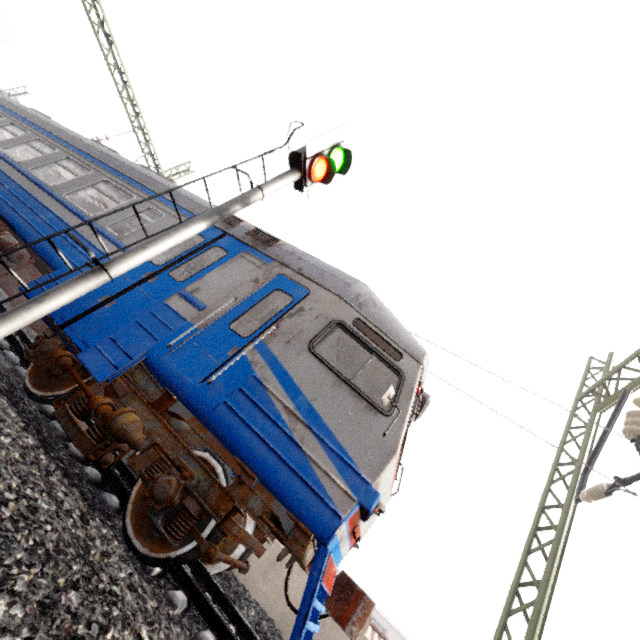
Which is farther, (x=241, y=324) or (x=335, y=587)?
(x=241, y=324)

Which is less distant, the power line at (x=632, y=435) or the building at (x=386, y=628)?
the power line at (x=632, y=435)

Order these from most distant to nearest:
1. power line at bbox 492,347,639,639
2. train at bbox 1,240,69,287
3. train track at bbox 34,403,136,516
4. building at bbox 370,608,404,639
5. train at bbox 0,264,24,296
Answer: building at bbox 370,608,404,639
train at bbox 0,264,24,296
power line at bbox 492,347,639,639
train at bbox 1,240,69,287
train track at bbox 34,403,136,516

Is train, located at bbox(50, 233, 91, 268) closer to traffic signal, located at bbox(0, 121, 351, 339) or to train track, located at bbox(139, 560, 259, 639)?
train track, located at bbox(139, 560, 259, 639)

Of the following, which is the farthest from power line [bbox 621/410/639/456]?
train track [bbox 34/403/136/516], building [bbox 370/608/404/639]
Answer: building [bbox 370/608/404/639]

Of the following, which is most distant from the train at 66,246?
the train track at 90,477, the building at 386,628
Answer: the building at 386,628

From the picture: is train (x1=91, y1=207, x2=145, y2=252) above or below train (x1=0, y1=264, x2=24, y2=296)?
above

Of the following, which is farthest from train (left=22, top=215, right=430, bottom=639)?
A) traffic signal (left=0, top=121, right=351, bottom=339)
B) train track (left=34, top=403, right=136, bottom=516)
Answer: traffic signal (left=0, top=121, right=351, bottom=339)
